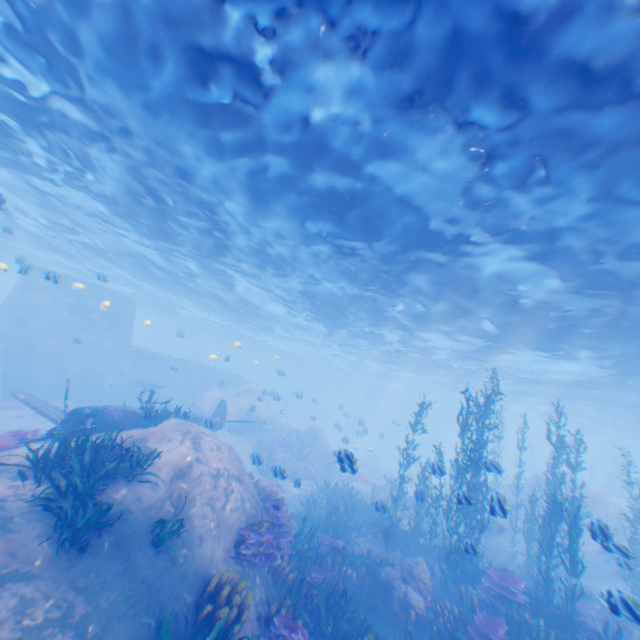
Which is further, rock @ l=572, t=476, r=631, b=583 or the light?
rock @ l=572, t=476, r=631, b=583

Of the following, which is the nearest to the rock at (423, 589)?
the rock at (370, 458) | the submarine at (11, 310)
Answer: the submarine at (11, 310)

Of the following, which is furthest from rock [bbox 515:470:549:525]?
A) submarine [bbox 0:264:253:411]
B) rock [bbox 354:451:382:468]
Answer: rock [bbox 354:451:382:468]

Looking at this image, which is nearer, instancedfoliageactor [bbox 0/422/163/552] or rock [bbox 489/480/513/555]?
instancedfoliageactor [bbox 0/422/163/552]

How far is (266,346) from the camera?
55.0m

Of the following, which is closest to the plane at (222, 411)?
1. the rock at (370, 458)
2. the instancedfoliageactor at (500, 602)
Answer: the instancedfoliageactor at (500, 602)

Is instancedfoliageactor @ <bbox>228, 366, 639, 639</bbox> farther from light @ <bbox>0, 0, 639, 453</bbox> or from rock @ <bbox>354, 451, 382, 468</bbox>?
rock @ <bbox>354, 451, 382, 468</bbox>

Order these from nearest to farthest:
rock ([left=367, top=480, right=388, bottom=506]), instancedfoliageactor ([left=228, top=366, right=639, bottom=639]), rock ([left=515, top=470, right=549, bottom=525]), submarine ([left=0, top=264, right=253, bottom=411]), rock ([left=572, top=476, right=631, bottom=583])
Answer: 1. rock ([left=572, top=476, right=631, bottom=583])
2. instancedfoliageactor ([left=228, top=366, right=639, bottom=639])
3. rock ([left=367, top=480, right=388, bottom=506])
4. rock ([left=515, top=470, right=549, bottom=525])
5. submarine ([left=0, top=264, right=253, bottom=411])
